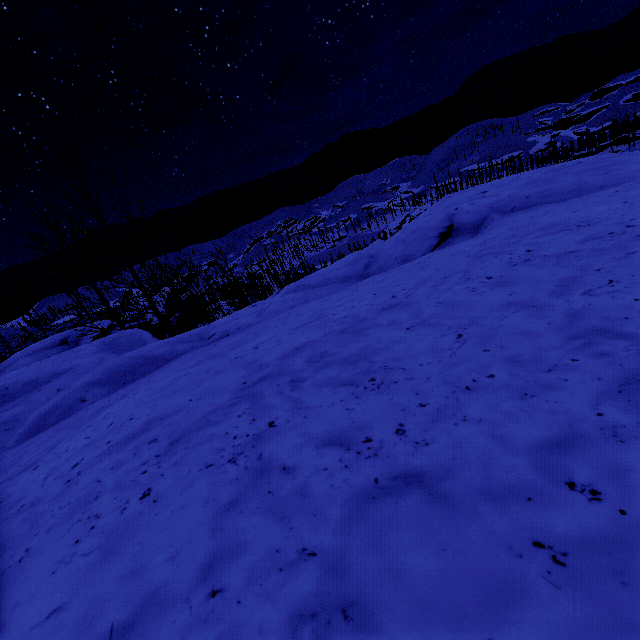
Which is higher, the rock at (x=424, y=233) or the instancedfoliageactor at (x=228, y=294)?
the rock at (x=424, y=233)

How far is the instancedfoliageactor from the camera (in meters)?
14.90

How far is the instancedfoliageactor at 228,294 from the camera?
14.9 meters

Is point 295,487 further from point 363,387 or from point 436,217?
point 436,217

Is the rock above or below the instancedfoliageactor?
above

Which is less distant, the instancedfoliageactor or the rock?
the rock
